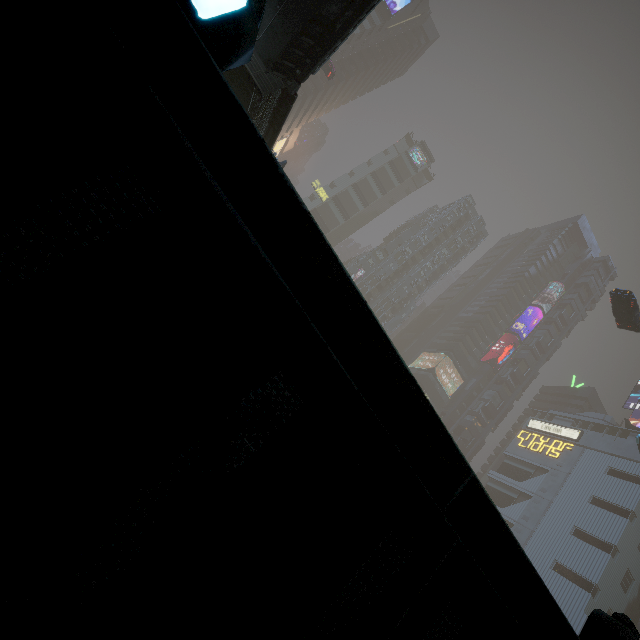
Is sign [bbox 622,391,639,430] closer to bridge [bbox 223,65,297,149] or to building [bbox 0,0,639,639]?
building [bbox 0,0,639,639]

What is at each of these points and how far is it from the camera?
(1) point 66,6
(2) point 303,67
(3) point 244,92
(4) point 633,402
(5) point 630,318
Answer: (1) building, 1.0m
(2) stairs, 10.1m
(3) bridge, 11.7m
(4) sign, 58.8m
(5) car, 28.1m

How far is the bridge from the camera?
11.2m

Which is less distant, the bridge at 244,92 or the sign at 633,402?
the bridge at 244,92

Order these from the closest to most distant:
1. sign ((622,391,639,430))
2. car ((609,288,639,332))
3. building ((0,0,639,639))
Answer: building ((0,0,639,639)), car ((609,288,639,332)), sign ((622,391,639,430))

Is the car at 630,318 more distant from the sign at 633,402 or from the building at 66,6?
the sign at 633,402

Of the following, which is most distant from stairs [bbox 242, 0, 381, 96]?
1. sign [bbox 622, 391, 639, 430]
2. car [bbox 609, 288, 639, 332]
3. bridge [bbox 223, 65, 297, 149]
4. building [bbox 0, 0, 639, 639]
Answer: sign [bbox 622, 391, 639, 430]

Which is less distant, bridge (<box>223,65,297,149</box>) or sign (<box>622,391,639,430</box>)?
bridge (<box>223,65,297,149</box>)
